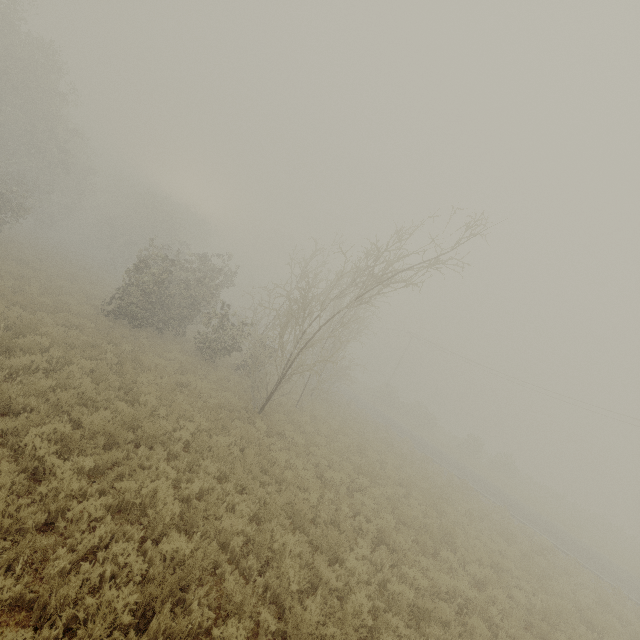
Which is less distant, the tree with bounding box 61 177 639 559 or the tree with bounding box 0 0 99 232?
the tree with bounding box 61 177 639 559

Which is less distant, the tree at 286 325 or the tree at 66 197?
the tree at 286 325

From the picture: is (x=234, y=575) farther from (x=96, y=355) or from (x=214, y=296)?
(x=214, y=296)
